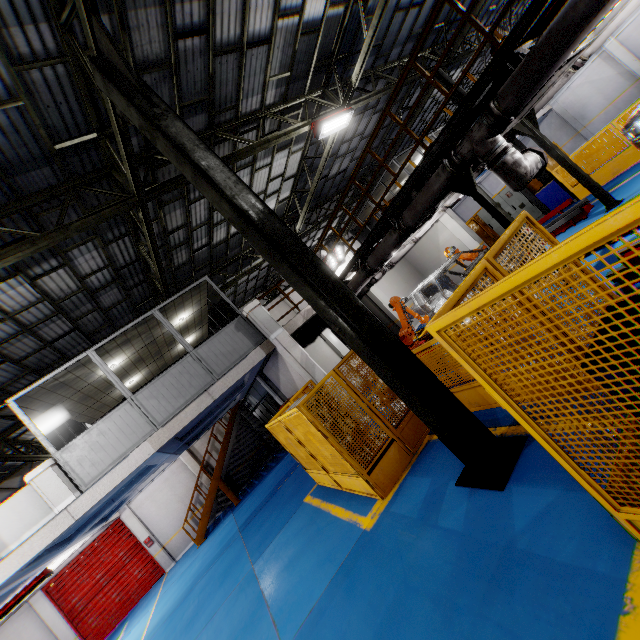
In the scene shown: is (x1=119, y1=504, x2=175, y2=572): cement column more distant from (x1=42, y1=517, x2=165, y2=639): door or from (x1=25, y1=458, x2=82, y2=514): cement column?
(x1=25, y1=458, x2=82, y2=514): cement column

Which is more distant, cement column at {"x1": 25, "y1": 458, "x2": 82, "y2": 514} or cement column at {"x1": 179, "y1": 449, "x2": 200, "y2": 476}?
cement column at {"x1": 179, "y1": 449, "x2": 200, "y2": 476}

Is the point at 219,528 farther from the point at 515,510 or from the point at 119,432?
the point at 515,510

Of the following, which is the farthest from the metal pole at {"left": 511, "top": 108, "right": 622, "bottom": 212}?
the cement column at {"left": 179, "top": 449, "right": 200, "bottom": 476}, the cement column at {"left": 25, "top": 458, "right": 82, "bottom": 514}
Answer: the cement column at {"left": 179, "top": 449, "right": 200, "bottom": 476}

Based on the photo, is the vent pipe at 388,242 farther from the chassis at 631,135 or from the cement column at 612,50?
the cement column at 612,50

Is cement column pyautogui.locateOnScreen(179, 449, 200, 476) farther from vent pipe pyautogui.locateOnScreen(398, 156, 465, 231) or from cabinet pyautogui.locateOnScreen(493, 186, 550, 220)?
cabinet pyautogui.locateOnScreen(493, 186, 550, 220)

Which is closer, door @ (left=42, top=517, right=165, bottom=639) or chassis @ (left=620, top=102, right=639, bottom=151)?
chassis @ (left=620, top=102, right=639, bottom=151)

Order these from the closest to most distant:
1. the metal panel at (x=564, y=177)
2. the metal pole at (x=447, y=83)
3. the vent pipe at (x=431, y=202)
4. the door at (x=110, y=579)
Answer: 1. the vent pipe at (x=431, y=202)
2. the metal panel at (x=564, y=177)
3. the metal pole at (x=447, y=83)
4. the door at (x=110, y=579)
